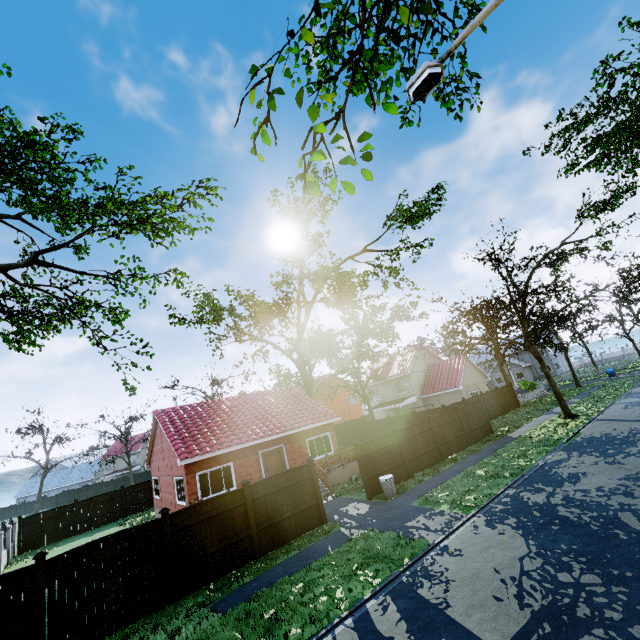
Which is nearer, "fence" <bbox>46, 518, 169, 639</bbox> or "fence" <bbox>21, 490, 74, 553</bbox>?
"fence" <bbox>46, 518, 169, 639</bbox>

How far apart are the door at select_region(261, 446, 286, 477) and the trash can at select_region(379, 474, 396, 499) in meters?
6.9 m

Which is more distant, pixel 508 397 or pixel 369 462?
pixel 508 397

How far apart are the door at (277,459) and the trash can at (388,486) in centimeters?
691cm

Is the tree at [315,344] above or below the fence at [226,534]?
above

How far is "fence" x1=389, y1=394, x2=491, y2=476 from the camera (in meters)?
17.39

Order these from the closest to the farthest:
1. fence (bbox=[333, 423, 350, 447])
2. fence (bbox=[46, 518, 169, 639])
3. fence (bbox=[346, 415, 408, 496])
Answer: fence (bbox=[46, 518, 169, 639])
fence (bbox=[346, 415, 408, 496])
fence (bbox=[333, 423, 350, 447])

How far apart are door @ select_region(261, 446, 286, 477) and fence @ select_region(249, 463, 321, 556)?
6.3 meters
